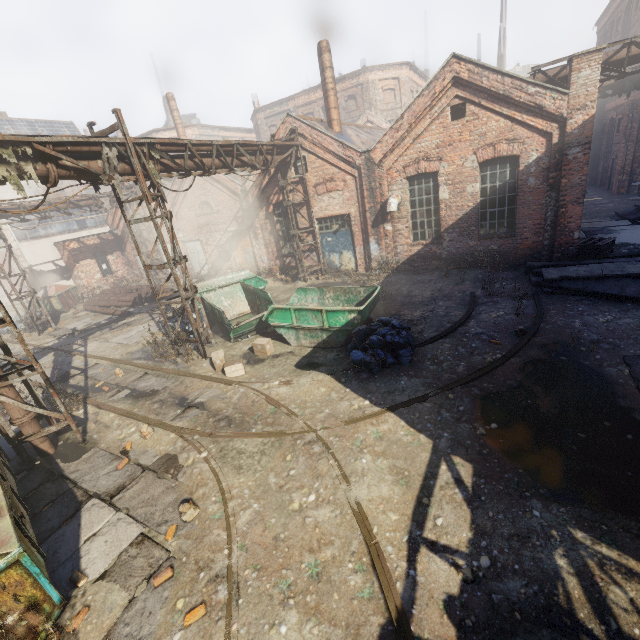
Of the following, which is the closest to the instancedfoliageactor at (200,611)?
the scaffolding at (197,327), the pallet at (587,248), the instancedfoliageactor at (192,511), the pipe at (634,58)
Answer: the instancedfoliageactor at (192,511)

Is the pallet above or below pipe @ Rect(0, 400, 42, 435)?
below

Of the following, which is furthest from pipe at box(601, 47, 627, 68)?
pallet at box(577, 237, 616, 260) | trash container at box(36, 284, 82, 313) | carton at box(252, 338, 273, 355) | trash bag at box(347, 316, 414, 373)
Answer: trash container at box(36, 284, 82, 313)

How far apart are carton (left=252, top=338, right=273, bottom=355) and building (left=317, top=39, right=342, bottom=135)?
11.5 meters

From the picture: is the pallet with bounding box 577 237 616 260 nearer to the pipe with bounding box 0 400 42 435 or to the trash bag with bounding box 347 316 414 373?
the trash bag with bounding box 347 316 414 373

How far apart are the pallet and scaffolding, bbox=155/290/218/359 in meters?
13.6 m

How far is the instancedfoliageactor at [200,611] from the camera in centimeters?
379cm

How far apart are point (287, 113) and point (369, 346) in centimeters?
1178cm
